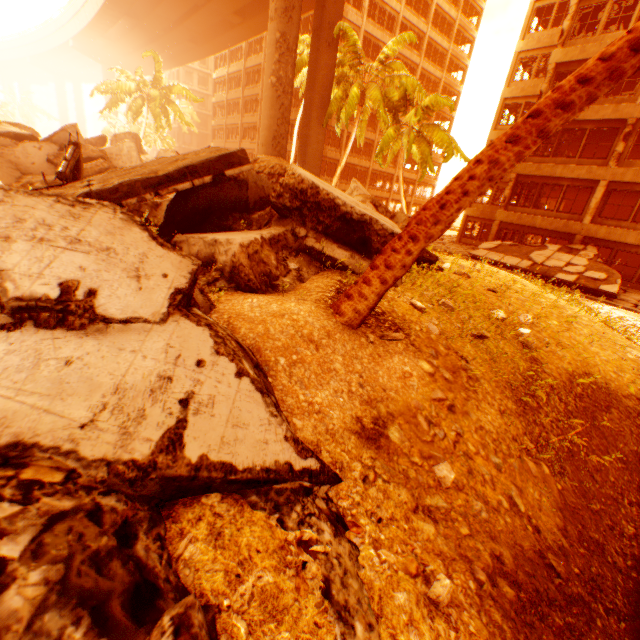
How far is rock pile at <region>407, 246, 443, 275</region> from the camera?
6.9 meters

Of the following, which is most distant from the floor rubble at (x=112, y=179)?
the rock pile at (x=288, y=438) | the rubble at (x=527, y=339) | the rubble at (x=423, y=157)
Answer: the rubble at (x=527, y=339)

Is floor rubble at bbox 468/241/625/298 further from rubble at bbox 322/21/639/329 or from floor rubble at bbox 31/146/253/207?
floor rubble at bbox 31/146/253/207

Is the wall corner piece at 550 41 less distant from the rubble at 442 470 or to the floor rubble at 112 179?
the rubble at 442 470

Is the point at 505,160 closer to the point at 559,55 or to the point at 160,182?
the point at 160,182

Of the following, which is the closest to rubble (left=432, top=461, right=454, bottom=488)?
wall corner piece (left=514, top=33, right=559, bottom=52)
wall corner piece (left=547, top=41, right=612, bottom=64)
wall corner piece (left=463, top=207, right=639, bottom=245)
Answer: wall corner piece (left=463, top=207, right=639, bottom=245)

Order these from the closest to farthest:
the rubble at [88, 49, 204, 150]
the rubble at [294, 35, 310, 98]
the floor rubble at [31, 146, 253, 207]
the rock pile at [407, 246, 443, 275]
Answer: the floor rubble at [31, 146, 253, 207], the rock pile at [407, 246, 443, 275], the rubble at [294, 35, 310, 98], the rubble at [88, 49, 204, 150]

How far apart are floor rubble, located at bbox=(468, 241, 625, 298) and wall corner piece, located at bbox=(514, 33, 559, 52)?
14.5m
